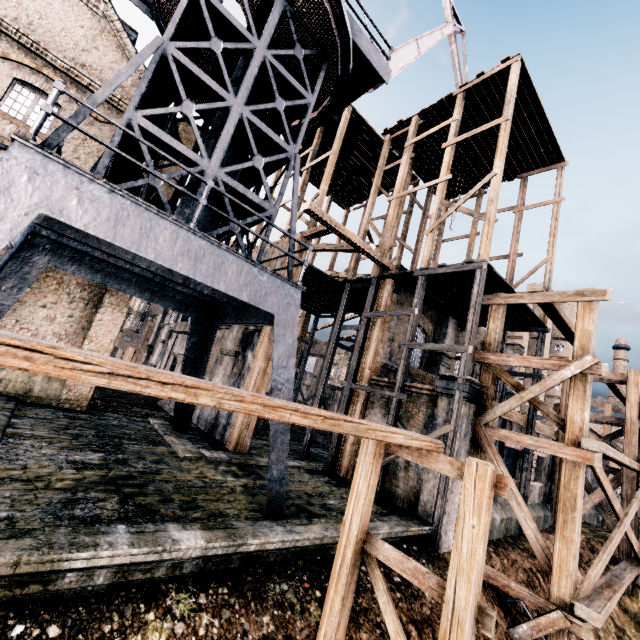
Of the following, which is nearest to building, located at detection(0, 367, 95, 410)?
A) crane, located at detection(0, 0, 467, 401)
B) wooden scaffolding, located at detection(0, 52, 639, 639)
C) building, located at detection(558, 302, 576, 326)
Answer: wooden scaffolding, located at detection(0, 52, 639, 639)

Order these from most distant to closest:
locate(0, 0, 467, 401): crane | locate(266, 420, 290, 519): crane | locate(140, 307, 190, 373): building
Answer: locate(140, 307, 190, 373): building, locate(266, 420, 290, 519): crane, locate(0, 0, 467, 401): crane

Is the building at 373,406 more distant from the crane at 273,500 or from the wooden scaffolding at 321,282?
the crane at 273,500

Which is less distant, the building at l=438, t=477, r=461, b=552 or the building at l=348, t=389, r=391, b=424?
the building at l=438, t=477, r=461, b=552

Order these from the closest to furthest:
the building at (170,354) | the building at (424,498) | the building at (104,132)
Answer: the building at (424,498), the building at (104,132), the building at (170,354)

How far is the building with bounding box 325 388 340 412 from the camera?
50.0m

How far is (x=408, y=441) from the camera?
5.3 meters
